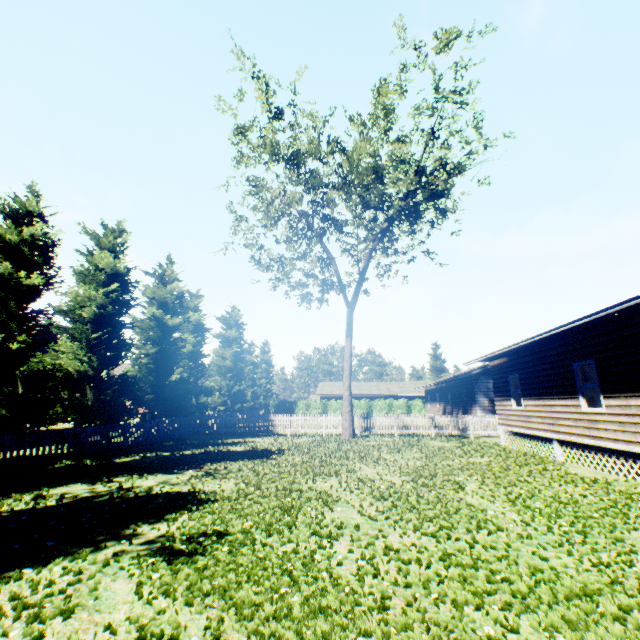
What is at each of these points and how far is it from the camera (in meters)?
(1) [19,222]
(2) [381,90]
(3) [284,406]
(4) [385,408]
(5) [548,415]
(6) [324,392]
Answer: (1) tree, 12.94
(2) tree, 17.28
(3) hedge, 48.22
(4) hedge, 47.47
(5) house, 12.58
(6) house, 50.94

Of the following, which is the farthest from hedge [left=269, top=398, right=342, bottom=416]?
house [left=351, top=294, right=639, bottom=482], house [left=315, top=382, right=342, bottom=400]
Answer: house [left=351, top=294, right=639, bottom=482]

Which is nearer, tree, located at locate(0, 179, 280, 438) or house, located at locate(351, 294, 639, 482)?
house, located at locate(351, 294, 639, 482)

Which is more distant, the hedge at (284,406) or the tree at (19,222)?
the hedge at (284,406)

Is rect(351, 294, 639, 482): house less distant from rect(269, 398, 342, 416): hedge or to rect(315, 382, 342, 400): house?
rect(269, 398, 342, 416): hedge

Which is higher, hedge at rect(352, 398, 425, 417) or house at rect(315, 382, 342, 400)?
house at rect(315, 382, 342, 400)

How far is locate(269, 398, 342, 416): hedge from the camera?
47.2m

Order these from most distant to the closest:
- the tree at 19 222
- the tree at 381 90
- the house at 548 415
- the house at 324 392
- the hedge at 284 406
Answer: the house at 324 392 → the hedge at 284 406 → the tree at 381 90 → the tree at 19 222 → the house at 548 415
